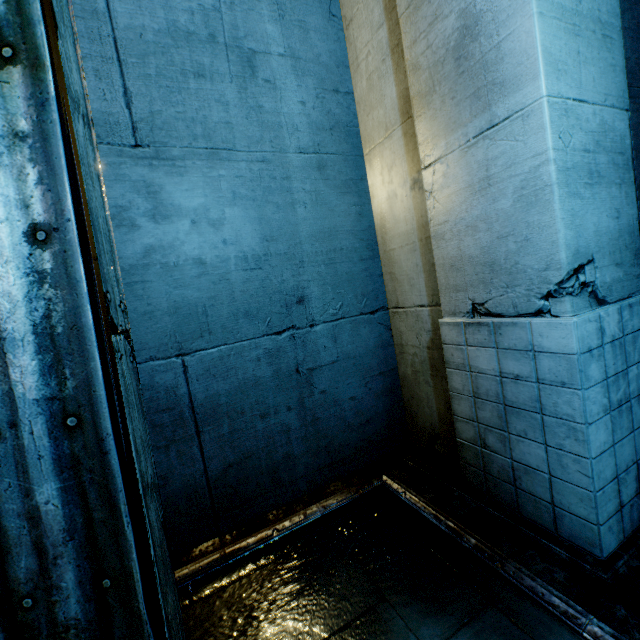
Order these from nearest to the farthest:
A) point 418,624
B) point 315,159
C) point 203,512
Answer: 1. point 418,624
2. point 203,512
3. point 315,159
